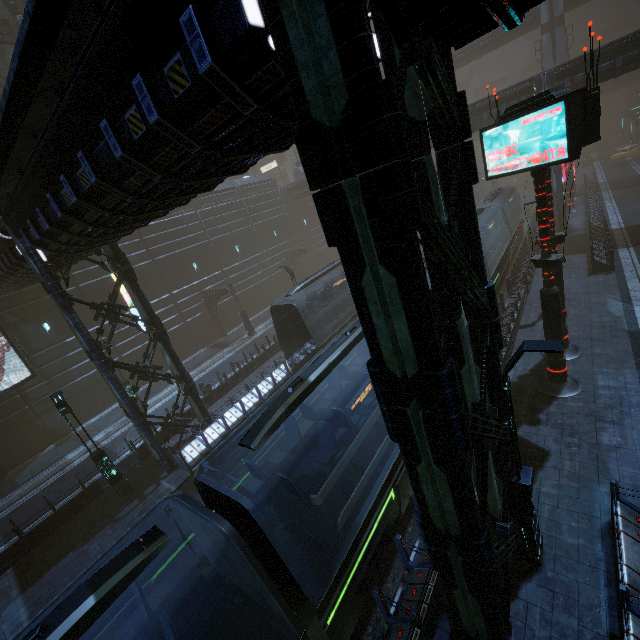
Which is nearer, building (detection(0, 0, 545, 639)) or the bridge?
building (detection(0, 0, 545, 639))

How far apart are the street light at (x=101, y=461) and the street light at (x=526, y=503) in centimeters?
1447cm

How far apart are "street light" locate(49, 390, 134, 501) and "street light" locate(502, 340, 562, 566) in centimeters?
1447cm

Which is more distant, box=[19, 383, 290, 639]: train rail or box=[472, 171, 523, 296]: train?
box=[472, 171, 523, 296]: train

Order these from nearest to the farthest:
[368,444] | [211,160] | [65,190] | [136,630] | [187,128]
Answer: [187,128], [136,630], [211,160], [65,190], [368,444]

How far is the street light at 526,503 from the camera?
5.4m

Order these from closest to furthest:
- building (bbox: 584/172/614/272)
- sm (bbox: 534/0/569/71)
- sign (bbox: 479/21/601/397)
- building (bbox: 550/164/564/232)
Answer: sign (bbox: 479/21/601/397)
building (bbox: 584/172/614/272)
building (bbox: 550/164/564/232)
sm (bbox: 534/0/569/71)

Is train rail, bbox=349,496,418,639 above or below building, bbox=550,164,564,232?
below
